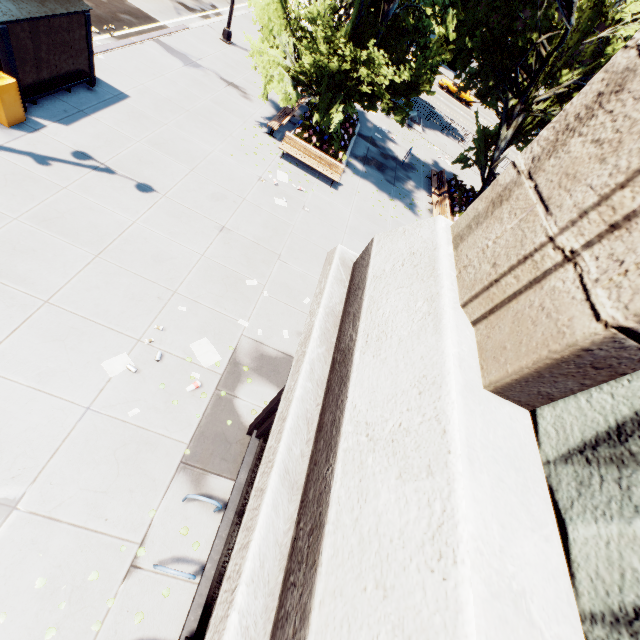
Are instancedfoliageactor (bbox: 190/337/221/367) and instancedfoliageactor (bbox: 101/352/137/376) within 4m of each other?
yes

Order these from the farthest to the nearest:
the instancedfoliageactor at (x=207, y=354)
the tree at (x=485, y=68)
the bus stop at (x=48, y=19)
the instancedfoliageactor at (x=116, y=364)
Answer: the tree at (x=485, y=68) → the bus stop at (x=48, y=19) → the instancedfoliageactor at (x=207, y=354) → the instancedfoliageactor at (x=116, y=364)

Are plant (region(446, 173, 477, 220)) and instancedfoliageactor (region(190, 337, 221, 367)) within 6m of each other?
no

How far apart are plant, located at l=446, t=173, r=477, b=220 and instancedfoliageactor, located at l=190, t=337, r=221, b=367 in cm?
1818

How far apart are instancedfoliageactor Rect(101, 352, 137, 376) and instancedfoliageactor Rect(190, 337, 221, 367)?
1.22m

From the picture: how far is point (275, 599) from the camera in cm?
175

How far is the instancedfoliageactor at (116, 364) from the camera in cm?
667

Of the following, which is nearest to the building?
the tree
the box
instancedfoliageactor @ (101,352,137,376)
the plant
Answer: instancedfoliageactor @ (101,352,137,376)
